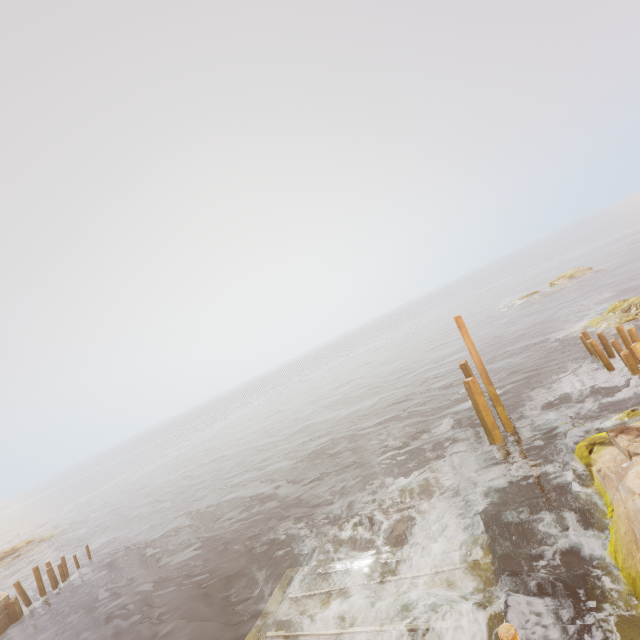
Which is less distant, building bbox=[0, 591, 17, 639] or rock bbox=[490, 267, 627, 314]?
building bbox=[0, 591, 17, 639]

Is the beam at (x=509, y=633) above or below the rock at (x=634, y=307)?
above

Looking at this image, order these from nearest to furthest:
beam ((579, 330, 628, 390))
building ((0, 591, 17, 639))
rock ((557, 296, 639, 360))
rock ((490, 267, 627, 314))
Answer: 1. beam ((579, 330, 628, 390))
2. building ((0, 591, 17, 639))
3. rock ((557, 296, 639, 360))
4. rock ((490, 267, 627, 314))

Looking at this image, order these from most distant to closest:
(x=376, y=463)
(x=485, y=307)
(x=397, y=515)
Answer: (x=485, y=307) → (x=376, y=463) → (x=397, y=515)

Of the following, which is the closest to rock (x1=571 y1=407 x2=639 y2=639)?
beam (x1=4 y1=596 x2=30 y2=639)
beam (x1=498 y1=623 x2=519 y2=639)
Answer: beam (x1=498 y1=623 x2=519 y2=639)

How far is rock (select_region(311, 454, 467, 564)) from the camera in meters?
10.6 m

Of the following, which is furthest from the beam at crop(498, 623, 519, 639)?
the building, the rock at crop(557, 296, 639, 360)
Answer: the building

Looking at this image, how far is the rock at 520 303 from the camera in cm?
3522
